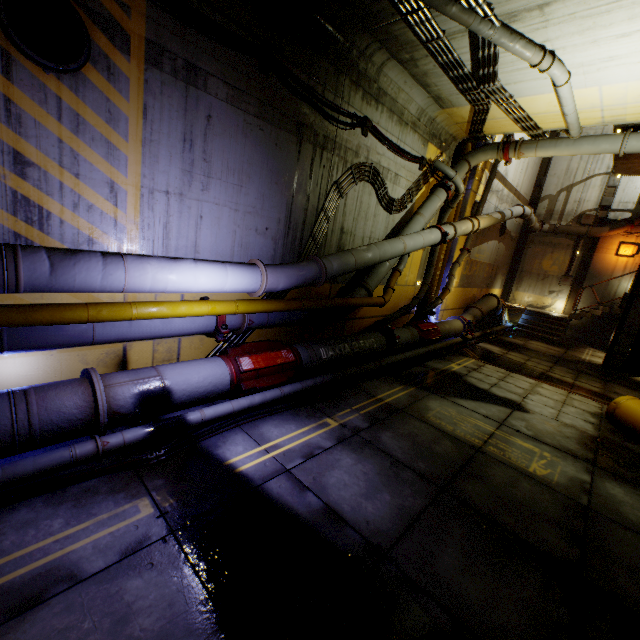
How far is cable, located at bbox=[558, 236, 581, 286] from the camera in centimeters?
1825cm

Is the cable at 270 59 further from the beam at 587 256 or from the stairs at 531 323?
the beam at 587 256

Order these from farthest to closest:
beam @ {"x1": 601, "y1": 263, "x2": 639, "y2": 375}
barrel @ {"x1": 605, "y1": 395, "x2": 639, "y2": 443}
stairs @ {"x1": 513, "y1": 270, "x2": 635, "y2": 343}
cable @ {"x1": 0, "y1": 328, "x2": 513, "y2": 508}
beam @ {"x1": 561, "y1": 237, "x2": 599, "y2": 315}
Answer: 1. beam @ {"x1": 561, "y1": 237, "x2": 599, "y2": 315}
2. stairs @ {"x1": 513, "y1": 270, "x2": 635, "y2": 343}
3. beam @ {"x1": 601, "y1": 263, "x2": 639, "y2": 375}
4. barrel @ {"x1": 605, "y1": 395, "x2": 639, "y2": 443}
5. cable @ {"x1": 0, "y1": 328, "x2": 513, "y2": 508}

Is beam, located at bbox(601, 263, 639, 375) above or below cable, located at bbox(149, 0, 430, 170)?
below

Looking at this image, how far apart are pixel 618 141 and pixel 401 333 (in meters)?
7.59

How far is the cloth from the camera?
17.42m

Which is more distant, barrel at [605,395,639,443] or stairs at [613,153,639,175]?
stairs at [613,153,639,175]

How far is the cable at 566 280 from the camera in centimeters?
1825cm
